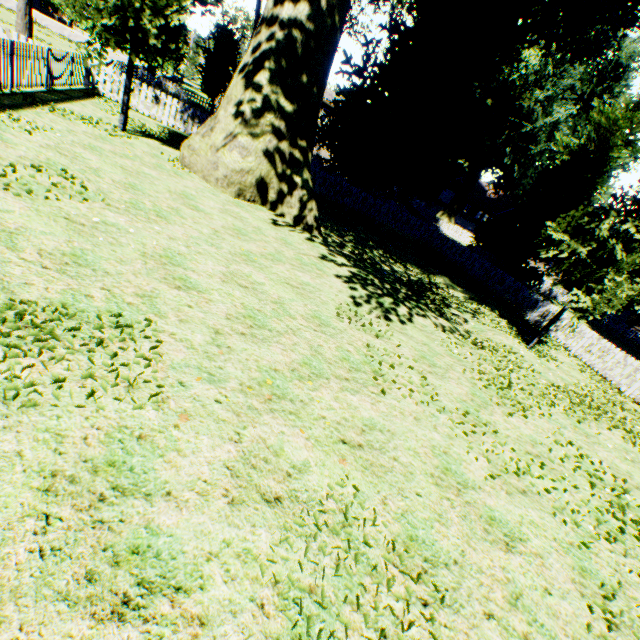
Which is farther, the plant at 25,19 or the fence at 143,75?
the plant at 25,19

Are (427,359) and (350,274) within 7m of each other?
yes

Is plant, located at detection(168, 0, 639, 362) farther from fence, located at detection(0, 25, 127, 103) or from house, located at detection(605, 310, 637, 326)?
house, located at detection(605, 310, 637, 326)

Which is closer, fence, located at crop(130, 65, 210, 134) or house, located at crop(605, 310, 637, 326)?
fence, located at crop(130, 65, 210, 134)

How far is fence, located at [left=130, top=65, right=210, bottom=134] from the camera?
15.2 meters

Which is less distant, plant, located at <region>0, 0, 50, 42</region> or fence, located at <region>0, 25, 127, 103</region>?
fence, located at <region>0, 25, 127, 103</region>

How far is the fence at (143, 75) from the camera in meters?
15.2
